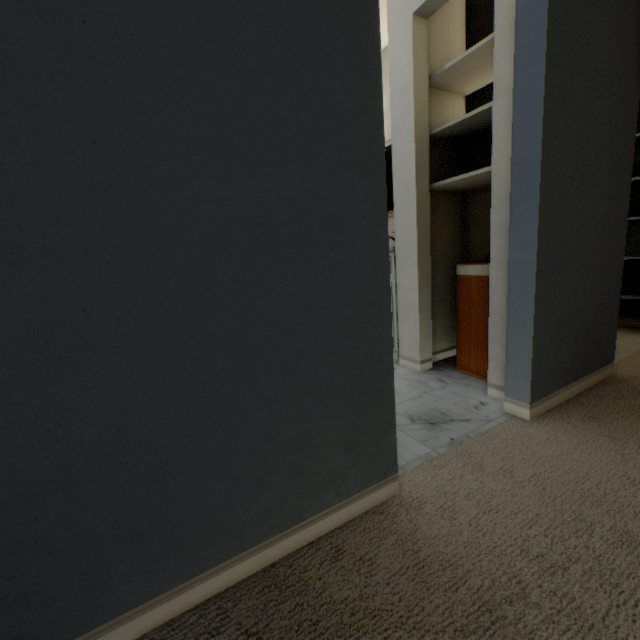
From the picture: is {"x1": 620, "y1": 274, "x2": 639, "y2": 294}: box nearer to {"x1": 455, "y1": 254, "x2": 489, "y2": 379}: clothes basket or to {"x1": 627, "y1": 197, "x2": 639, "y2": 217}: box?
{"x1": 627, "y1": 197, "x2": 639, "y2": 217}: box

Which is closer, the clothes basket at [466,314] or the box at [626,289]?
the clothes basket at [466,314]

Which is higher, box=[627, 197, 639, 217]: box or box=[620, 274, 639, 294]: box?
box=[627, 197, 639, 217]: box

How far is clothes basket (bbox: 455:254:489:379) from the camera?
1.9m

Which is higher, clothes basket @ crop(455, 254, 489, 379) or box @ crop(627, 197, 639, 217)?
box @ crop(627, 197, 639, 217)

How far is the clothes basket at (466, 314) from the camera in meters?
1.9 m

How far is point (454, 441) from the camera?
1.4m
